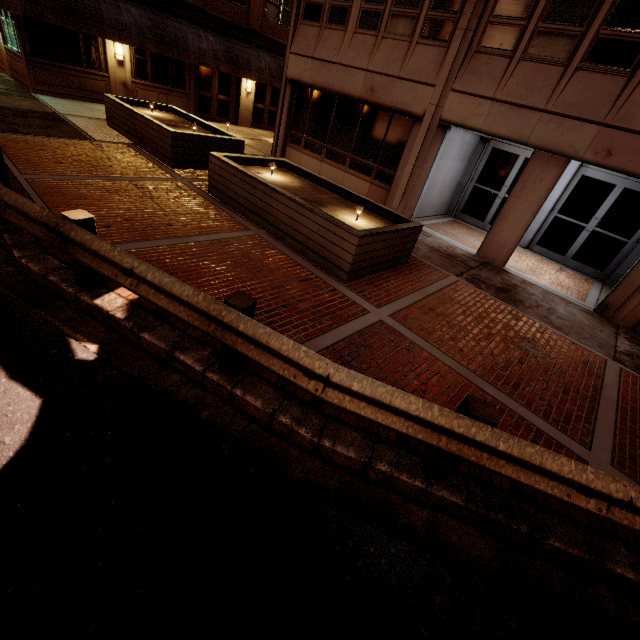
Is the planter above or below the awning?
below

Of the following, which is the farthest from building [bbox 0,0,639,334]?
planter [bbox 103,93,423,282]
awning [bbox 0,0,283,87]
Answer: awning [bbox 0,0,283,87]

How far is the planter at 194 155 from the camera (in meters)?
6.23

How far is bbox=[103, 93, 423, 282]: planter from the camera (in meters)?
6.23

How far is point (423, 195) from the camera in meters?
10.7

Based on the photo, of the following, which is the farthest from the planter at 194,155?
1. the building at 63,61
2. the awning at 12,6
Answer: the awning at 12,6
